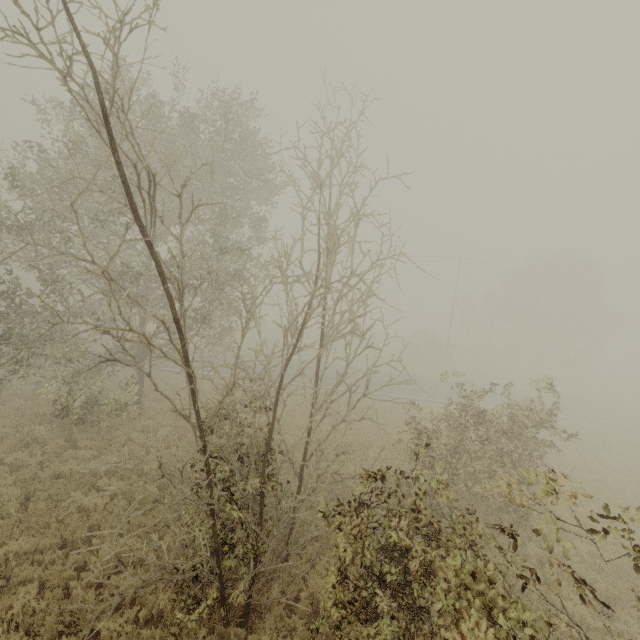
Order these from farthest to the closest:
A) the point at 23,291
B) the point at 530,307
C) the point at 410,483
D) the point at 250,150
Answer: the point at 530,307 < the point at 23,291 < the point at 250,150 < the point at 410,483
